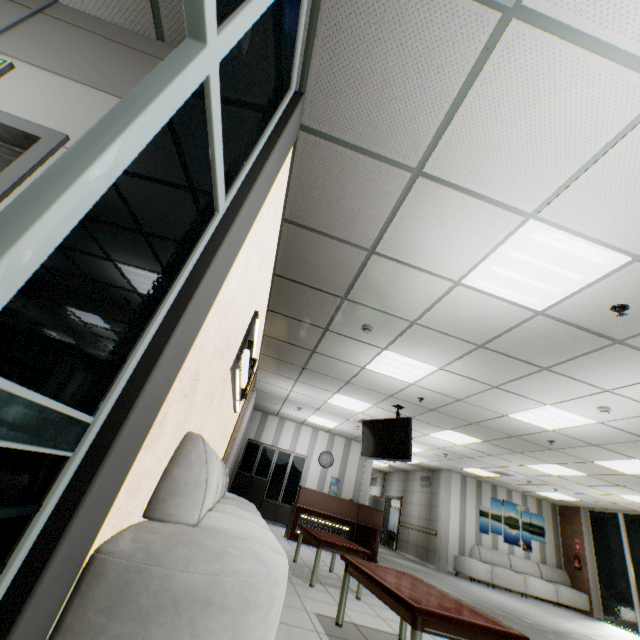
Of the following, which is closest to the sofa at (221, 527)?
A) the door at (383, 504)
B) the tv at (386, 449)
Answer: the tv at (386, 449)

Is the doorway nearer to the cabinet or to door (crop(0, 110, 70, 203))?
door (crop(0, 110, 70, 203))

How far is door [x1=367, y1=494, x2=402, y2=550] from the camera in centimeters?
1473cm

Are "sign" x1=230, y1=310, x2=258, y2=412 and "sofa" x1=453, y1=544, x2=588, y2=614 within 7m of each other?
no

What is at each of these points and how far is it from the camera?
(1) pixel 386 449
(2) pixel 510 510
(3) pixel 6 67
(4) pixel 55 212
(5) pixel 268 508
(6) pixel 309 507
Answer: (1) tv, 6.9 meters
(2) picture, 12.5 meters
(3) exit sign, 1.7 meters
(4) doorway, 0.6 meters
(5) cabinet, 10.3 meters
(6) desk, 8.0 meters

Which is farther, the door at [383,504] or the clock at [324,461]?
the door at [383,504]

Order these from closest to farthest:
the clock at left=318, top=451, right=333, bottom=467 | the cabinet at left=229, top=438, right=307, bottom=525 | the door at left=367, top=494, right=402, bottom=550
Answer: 1. the cabinet at left=229, top=438, right=307, bottom=525
2. the clock at left=318, top=451, right=333, bottom=467
3. the door at left=367, top=494, right=402, bottom=550

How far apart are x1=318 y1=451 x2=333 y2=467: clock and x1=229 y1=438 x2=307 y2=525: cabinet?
0.5m
